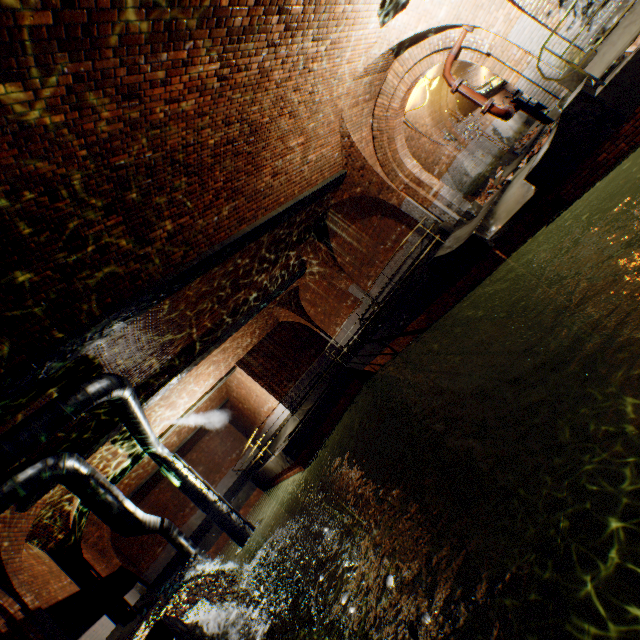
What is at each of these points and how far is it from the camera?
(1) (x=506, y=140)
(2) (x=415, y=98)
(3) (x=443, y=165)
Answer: (1) building tunnel, 17.36m
(2) building tunnel, 12.48m
(3) building tunnel, 14.79m

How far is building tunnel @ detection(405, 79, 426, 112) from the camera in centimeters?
1173cm

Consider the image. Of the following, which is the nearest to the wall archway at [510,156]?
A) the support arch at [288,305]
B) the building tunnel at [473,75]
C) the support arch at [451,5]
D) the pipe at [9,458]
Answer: the building tunnel at [473,75]

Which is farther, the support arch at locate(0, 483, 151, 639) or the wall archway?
the wall archway

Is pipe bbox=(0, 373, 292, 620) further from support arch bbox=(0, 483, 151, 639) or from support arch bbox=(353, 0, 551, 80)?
support arch bbox=(353, 0, 551, 80)

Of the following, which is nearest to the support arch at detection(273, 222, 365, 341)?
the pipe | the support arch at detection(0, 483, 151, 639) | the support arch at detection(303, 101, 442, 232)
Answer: the support arch at detection(303, 101, 442, 232)

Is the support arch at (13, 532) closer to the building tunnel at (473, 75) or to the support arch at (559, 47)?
the building tunnel at (473, 75)

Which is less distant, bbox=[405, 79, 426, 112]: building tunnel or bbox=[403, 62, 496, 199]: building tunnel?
bbox=[405, 79, 426, 112]: building tunnel
